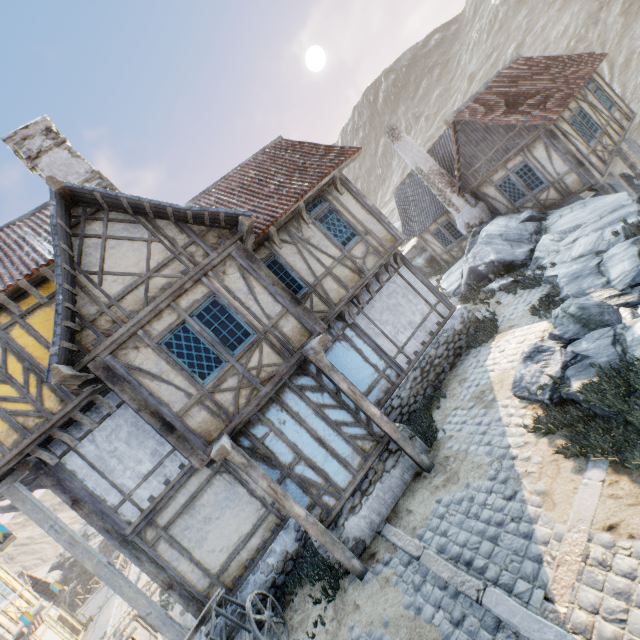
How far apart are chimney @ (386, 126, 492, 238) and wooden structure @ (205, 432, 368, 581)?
14.96m

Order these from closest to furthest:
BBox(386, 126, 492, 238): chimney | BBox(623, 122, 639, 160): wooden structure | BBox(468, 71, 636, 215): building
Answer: BBox(468, 71, 636, 215): building < BBox(623, 122, 639, 160): wooden structure < BBox(386, 126, 492, 238): chimney

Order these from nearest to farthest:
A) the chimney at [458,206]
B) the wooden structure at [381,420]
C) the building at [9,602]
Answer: the wooden structure at [381,420] < the building at [9,602] < the chimney at [458,206]

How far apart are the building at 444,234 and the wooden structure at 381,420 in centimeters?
1409cm

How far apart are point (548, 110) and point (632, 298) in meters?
9.8

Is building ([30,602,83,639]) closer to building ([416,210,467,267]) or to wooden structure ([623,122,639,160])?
building ([416,210,467,267])

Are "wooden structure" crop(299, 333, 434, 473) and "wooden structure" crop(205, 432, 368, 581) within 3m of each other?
yes

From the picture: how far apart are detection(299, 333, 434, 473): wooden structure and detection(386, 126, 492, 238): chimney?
12.5m
